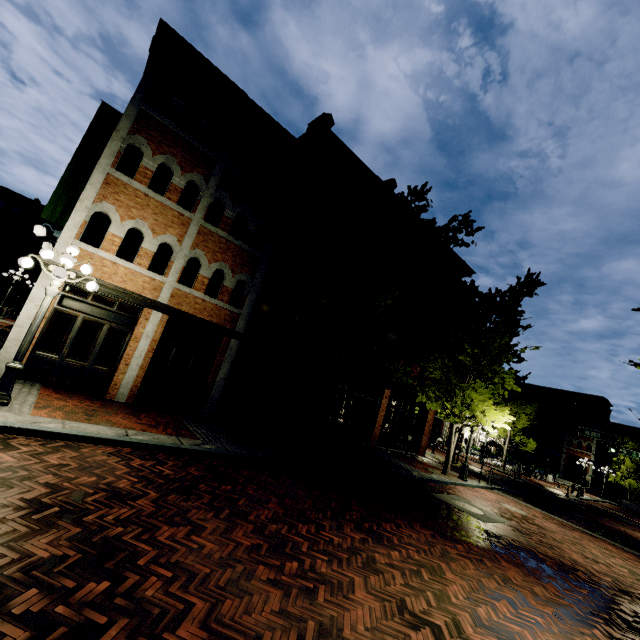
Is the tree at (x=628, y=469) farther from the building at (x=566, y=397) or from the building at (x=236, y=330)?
the building at (x=566, y=397)

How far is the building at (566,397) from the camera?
42.8m

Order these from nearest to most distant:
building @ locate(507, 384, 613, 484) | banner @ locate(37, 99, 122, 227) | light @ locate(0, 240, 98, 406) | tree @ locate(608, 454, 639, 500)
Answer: light @ locate(0, 240, 98, 406) < banner @ locate(37, 99, 122, 227) < tree @ locate(608, 454, 639, 500) < building @ locate(507, 384, 613, 484)

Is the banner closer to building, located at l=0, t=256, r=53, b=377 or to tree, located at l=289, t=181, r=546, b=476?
tree, located at l=289, t=181, r=546, b=476

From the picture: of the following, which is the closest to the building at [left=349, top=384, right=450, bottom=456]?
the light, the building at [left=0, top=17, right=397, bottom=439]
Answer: the building at [left=0, top=17, right=397, bottom=439]

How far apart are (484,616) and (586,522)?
18.0m

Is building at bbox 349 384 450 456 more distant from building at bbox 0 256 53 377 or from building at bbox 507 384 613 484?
building at bbox 507 384 613 484

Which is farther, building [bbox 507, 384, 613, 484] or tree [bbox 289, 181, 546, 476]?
building [bbox 507, 384, 613, 484]
